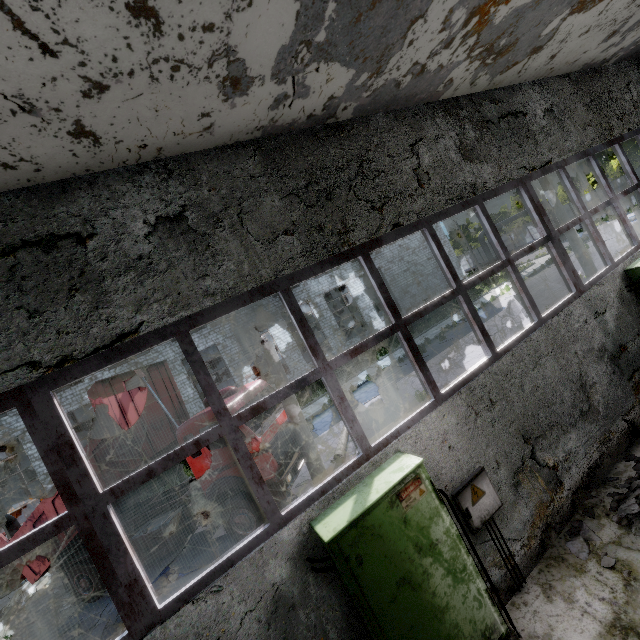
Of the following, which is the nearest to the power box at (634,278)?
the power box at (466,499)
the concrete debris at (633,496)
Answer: the concrete debris at (633,496)

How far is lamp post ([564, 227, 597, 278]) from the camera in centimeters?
1552cm

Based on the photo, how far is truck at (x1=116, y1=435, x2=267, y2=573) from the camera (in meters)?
8.46

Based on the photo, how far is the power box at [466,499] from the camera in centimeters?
416cm

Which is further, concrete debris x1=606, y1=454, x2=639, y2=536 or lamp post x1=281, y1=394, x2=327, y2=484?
lamp post x1=281, y1=394, x2=327, y2=484

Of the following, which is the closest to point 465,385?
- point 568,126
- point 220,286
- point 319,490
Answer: point 319,490

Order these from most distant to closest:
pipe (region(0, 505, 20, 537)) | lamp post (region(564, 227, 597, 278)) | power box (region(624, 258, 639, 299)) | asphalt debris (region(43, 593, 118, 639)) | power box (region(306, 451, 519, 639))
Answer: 1. pipe (region(0, 505, 20, 537))
2. lamp post (region(564, 227, 597, 278))
3. asphalt debris (region(43, 593, 118, 639))
4. power box (region(624, 258, 639, 299))
5. power box (region(306, 451, 519, 639))

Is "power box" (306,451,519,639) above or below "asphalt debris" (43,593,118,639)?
above
